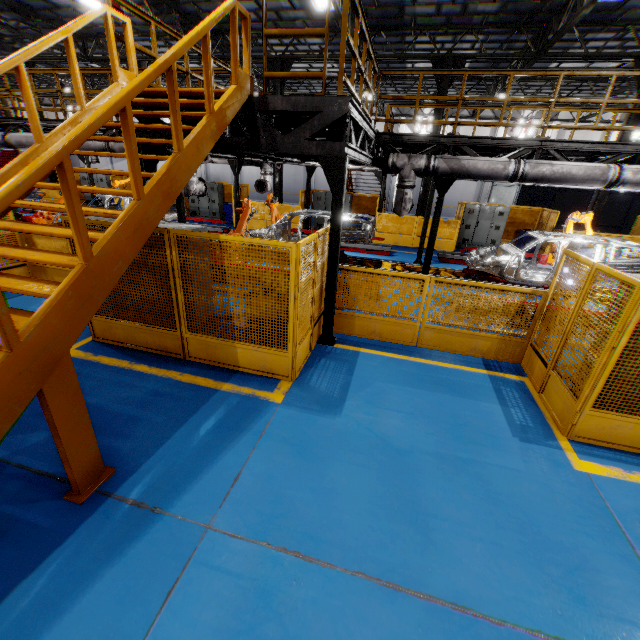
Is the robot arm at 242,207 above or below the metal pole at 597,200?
below

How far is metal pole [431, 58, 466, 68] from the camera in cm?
1391

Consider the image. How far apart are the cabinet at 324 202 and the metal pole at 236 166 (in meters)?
5.05

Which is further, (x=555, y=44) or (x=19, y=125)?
(x=555, y=44)

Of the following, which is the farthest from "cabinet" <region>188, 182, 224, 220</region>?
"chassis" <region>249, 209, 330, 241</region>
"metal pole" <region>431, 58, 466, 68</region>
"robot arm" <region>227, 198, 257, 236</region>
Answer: "metal pole" <region>431, 58, 466, 68</region>

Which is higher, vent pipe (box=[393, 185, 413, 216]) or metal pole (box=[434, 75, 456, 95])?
metal pole (box=[434, 75, 456, 95])

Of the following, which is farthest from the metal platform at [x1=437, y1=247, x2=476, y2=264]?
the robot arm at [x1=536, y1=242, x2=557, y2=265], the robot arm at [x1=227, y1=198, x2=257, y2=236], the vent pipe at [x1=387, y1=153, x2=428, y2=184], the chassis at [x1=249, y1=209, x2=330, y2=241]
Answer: the robot arm at [x1=227, y1=198, x2=257, y2=236]

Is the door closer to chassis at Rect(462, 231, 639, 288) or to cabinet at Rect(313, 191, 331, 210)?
chassis at Rect(462, 231, 639, 288)
